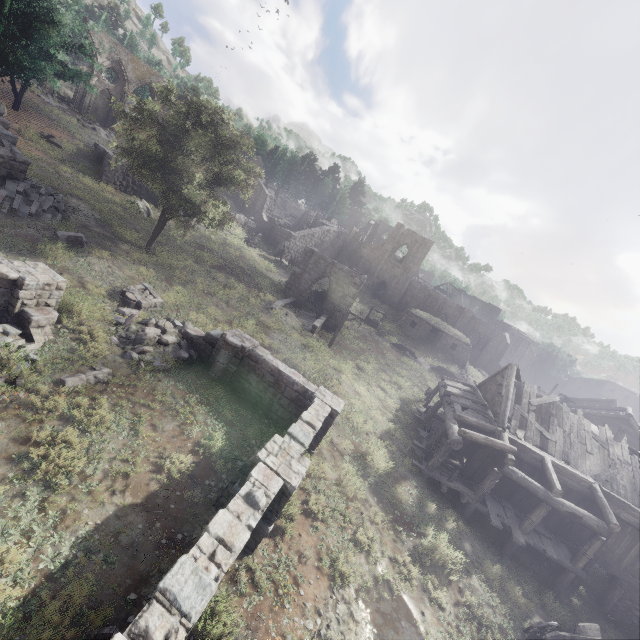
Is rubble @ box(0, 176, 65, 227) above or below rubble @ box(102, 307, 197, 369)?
above

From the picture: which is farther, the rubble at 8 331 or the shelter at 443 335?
the shelter at 443 335

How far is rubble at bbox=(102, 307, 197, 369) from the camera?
12.34m

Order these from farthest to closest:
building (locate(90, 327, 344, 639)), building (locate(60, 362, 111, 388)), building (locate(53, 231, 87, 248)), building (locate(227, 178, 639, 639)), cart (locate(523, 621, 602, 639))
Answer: building (locate(53, 231, 87, 248)), building (locate(227, 178, 639, 639)), cart (locate(523, 621, 602, 639)), building (locate(60, 362, 111, 388)), building (locate(90, 327, 344, 639))

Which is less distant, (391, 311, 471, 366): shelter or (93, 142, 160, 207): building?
(93, 142, 160, 207): building

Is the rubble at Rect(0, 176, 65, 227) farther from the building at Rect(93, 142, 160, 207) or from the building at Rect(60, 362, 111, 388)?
the building at Rect(60, 362, 111, 388)

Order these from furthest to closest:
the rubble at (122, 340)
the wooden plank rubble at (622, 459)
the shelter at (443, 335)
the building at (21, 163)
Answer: the shelter at (443, 335)
the wooden plank rubble at (622, 459)
the building at (21, 163)
the rubble at (122, 340)

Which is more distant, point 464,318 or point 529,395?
point 464,318
